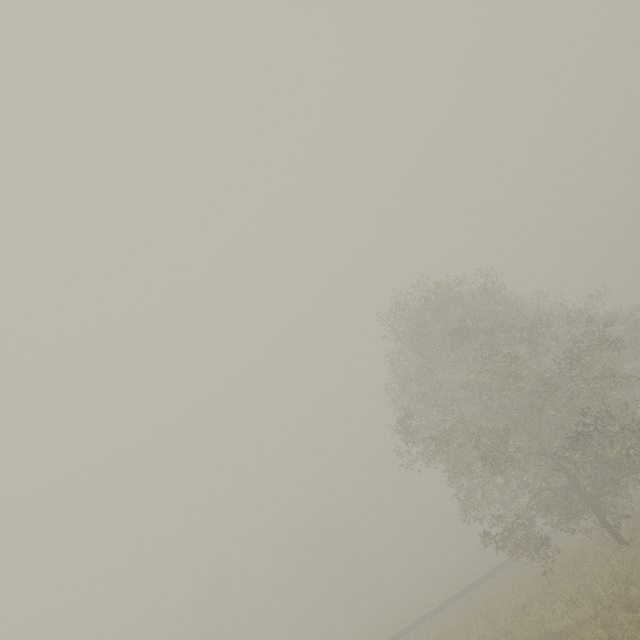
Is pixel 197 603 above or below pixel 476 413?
above
